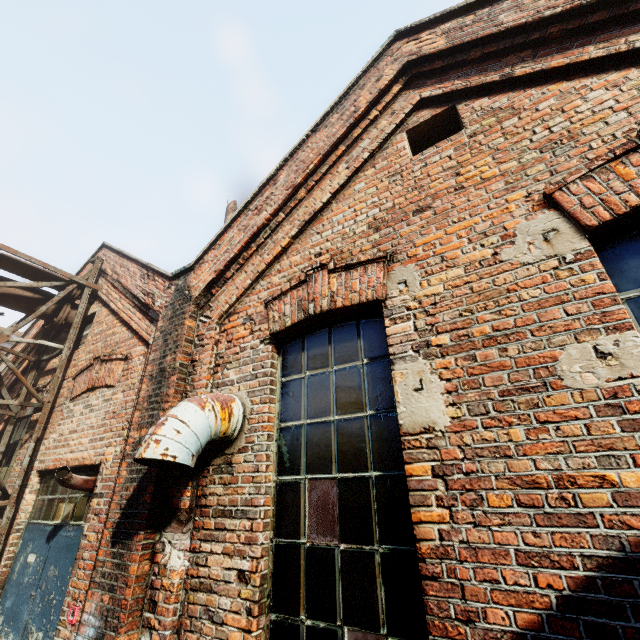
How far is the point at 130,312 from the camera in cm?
519
